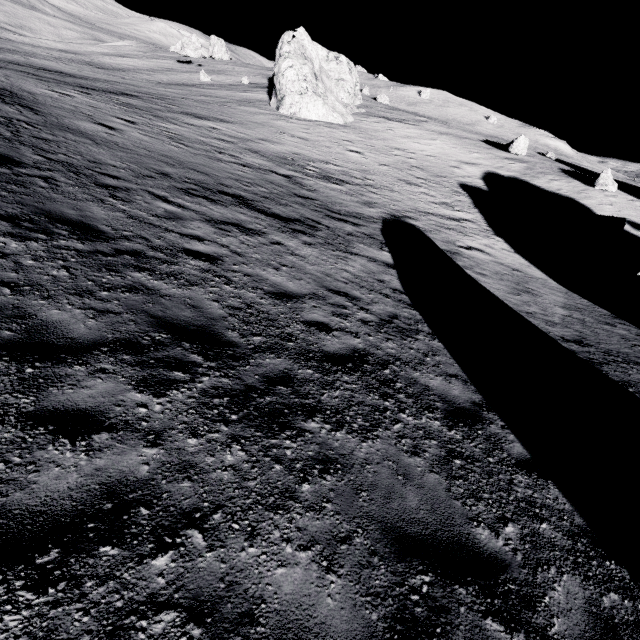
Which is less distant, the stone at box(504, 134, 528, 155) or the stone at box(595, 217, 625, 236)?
the stone at box(595, 217, 625, 236)

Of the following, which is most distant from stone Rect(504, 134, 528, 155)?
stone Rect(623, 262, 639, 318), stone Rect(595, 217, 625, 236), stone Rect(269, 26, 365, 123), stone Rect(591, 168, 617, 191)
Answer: stone Rect(623, 262, 639, 318)

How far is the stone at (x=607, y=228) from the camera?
23.38m

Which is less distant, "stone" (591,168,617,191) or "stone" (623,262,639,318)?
"stone" (623,262,639,318)

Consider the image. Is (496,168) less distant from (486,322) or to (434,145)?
(434,145)

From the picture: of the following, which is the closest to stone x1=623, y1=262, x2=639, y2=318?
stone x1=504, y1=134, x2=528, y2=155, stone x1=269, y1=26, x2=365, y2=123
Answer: stone x1=504, y1=134, x2=528, y2=155

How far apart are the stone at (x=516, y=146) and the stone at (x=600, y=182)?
7.3m

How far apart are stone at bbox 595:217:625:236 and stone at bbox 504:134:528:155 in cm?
1351
